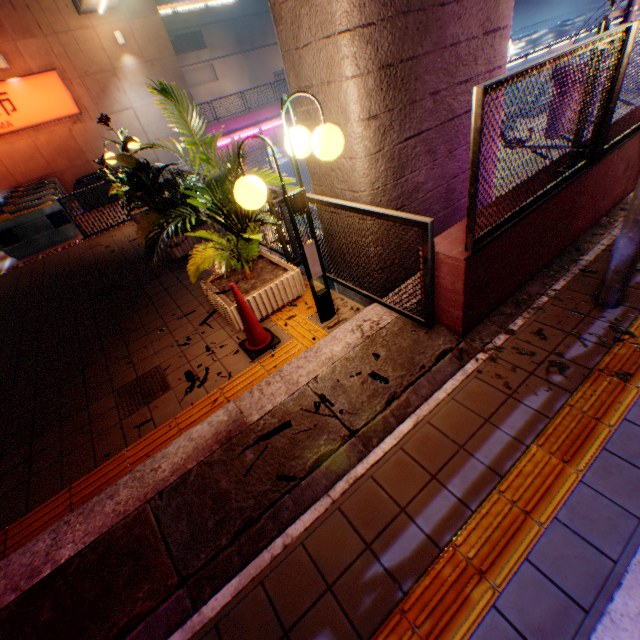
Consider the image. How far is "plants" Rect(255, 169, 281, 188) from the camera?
3.6m

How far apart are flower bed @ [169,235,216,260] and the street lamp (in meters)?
3.82

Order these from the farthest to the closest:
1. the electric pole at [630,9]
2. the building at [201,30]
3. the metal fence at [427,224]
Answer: the building at [201,30], the electric pole at [630,9], the metal fence at [427,224]

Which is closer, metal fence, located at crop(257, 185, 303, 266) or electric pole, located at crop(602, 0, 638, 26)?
metal fence, located at crop(257, 185, 303, 266)

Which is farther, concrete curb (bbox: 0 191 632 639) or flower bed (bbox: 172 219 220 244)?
flower bed (bbox: 172 219 220 244)

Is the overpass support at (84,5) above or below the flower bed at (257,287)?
above

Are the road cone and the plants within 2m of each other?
yes

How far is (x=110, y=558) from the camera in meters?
2.3 m
